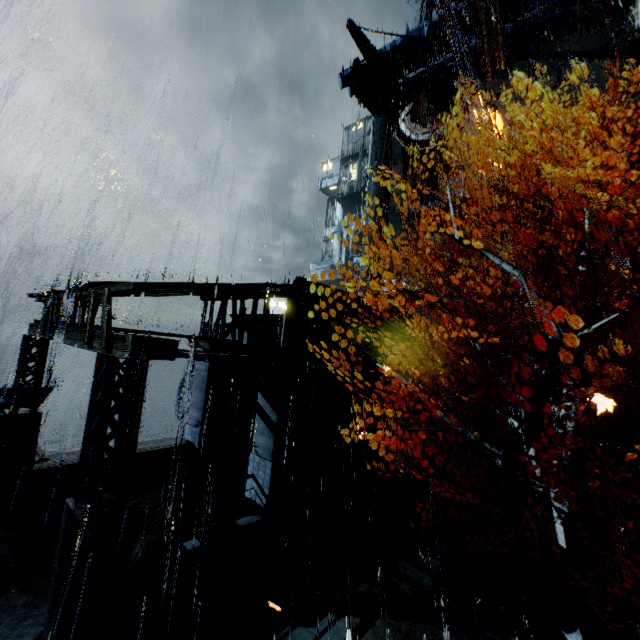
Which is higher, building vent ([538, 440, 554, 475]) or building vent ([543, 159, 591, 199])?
building vent ([543, 159, 591, 199])

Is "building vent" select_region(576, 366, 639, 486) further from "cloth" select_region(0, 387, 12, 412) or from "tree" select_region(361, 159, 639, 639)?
"cloth" select_region(0, 387, 12, 412)

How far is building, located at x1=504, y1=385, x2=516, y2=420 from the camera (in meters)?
20.80

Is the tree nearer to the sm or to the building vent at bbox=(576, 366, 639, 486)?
the sm

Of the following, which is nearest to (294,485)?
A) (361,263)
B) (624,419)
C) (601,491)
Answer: (601,491)

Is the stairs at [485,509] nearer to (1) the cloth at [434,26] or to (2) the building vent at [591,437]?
(2) the building vent at [591,437]

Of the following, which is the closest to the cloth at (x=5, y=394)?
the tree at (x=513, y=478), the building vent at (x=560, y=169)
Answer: the tree at (x=513, y=478)

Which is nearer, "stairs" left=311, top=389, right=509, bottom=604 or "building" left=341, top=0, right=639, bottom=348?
"stairs" left=311, top=389, right=509, bottom=604
